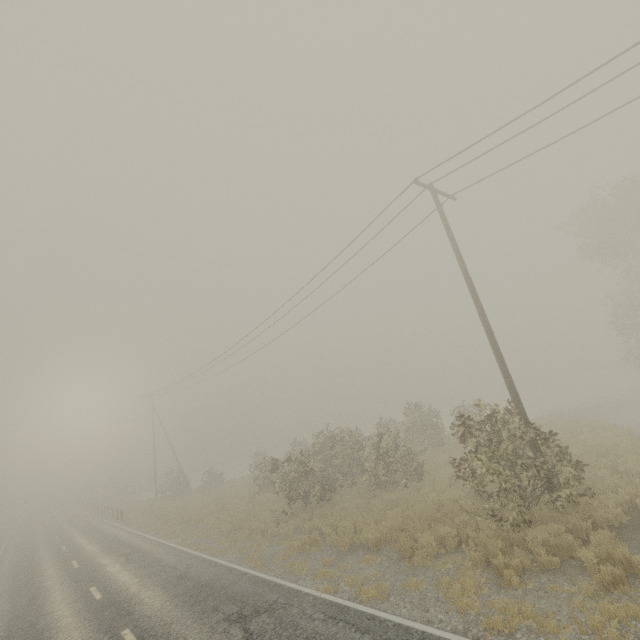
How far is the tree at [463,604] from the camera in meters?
6.8 m

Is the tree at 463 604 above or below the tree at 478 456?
below

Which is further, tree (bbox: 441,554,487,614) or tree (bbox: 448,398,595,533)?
tree (bbox: 448,398,595,533)

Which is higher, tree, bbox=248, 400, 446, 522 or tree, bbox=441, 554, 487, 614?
tree, bbox=248, 400, 446, 522

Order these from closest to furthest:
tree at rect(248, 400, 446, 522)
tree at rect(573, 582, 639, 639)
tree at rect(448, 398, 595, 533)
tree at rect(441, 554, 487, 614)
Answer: tree at rect(573, 582, 639, 639) → tree at rect(441, 554, 487, 614) → tree at rect(448, 398, 595, 533) → tree at rect(248, 400, 446, 522)

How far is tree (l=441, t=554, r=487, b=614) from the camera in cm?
677

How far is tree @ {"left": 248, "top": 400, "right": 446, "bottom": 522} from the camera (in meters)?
16.19

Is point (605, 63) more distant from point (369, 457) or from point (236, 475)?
point (236, 475)
